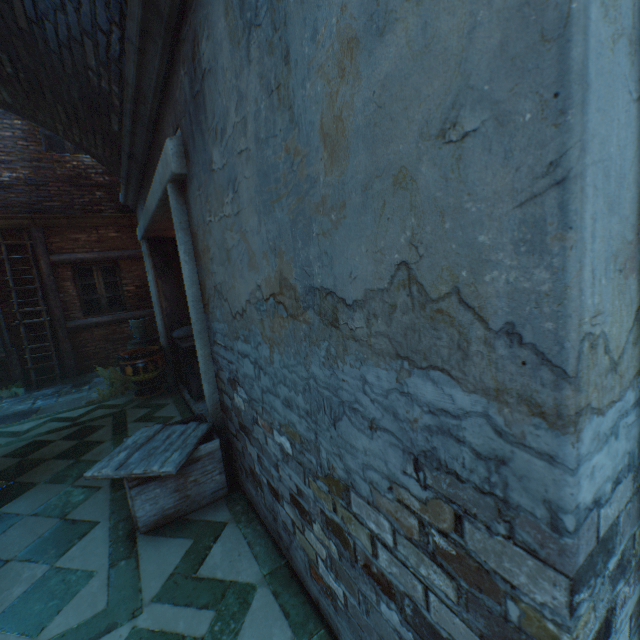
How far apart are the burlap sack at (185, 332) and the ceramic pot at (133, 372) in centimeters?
31cm

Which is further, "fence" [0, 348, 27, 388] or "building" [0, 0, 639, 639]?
"fence" [0, 348, 27, 388]

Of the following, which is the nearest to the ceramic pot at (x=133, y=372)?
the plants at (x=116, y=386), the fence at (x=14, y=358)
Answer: the plants at (x=116, y=386)

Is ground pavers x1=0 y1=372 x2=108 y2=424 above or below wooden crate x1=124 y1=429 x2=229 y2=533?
below

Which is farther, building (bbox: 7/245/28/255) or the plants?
building (bbox: 7/245/28/255)

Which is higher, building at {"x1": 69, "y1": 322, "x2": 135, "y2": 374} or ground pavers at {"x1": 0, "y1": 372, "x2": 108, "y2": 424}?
building at {"x1": 69, "y1": 322, "x2": 135, "y2": 374}

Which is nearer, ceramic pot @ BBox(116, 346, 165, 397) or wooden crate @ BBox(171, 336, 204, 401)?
wooden crate @ BBox(171, 336, 204, 401)

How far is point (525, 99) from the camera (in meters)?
0.57
